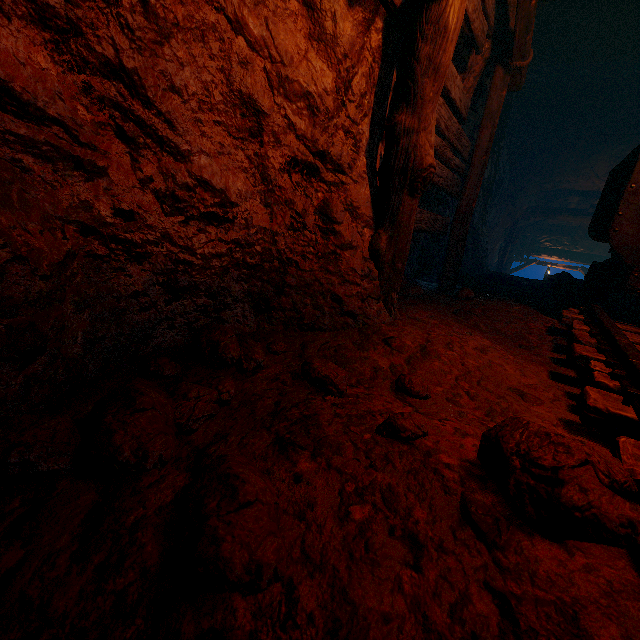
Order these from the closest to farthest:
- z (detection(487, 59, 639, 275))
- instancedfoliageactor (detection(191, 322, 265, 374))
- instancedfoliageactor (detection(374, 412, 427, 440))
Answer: instancedfoliageactor (detection(374, 412, 427, 440)) → instancedfoliageactor (detection(191, 322, 265, 374)) → z (detection(487, 59, 639, 275))

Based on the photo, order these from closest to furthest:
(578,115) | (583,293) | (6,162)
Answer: (6,162), (583,293), (578,115)

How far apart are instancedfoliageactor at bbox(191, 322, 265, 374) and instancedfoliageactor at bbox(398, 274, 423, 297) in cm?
248

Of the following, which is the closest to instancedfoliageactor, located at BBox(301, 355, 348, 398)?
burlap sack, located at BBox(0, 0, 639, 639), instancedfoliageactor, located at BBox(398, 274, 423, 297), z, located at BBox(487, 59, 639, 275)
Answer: burlap sack, located at BBox(0, 0, 639, 639)

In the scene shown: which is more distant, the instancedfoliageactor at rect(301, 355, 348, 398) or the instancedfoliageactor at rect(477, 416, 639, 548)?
the instancedfoliageactor at rect(301, 355, 348, 398)

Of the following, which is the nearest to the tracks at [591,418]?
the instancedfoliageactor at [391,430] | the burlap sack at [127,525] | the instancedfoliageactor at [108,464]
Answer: the burlap sack at [127,525]

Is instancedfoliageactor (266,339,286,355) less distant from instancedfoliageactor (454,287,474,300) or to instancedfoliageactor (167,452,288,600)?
instancedfoliageactor (167,452,288,600)

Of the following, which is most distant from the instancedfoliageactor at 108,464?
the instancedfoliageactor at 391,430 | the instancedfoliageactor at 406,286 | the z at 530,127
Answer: the z at 530,127
